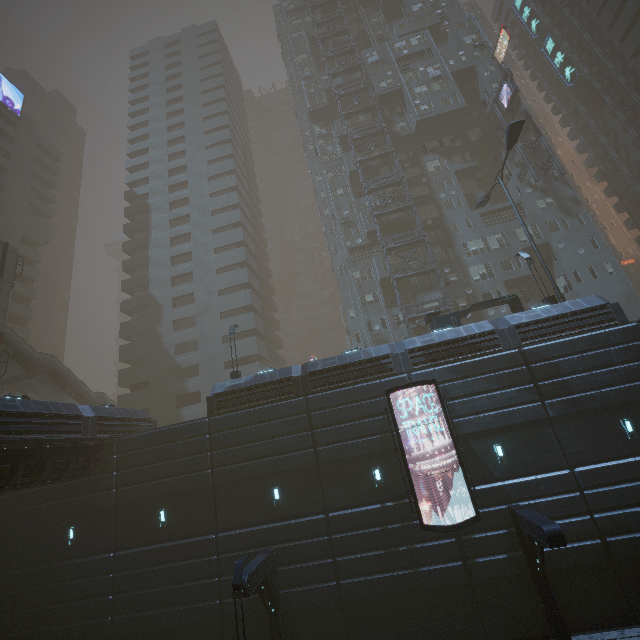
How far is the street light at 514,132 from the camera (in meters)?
20.77

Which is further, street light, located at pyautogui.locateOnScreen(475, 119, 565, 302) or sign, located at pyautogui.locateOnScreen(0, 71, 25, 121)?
sign, located at pyautogui.locateOnScreen(0, 71, 25, 121)

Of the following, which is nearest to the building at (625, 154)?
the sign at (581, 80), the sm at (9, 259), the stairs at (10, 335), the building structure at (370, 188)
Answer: the building structure at (370, 188)

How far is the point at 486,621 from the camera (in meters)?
14.01

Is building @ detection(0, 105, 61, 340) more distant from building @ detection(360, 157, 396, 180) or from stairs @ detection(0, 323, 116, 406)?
stairs @ detection(0, 323, 116, 406)

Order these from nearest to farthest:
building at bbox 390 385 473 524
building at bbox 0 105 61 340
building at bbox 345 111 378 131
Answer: building at bbox 390 385 473 524 < building at bbox 345 111 378 131 < building at bbox 0 105 61 340

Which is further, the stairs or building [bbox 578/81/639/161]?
building [bbox 578/81/639/161]

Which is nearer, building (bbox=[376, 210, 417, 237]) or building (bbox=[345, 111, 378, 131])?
building (bbox=[376, 210, 417, 237])
